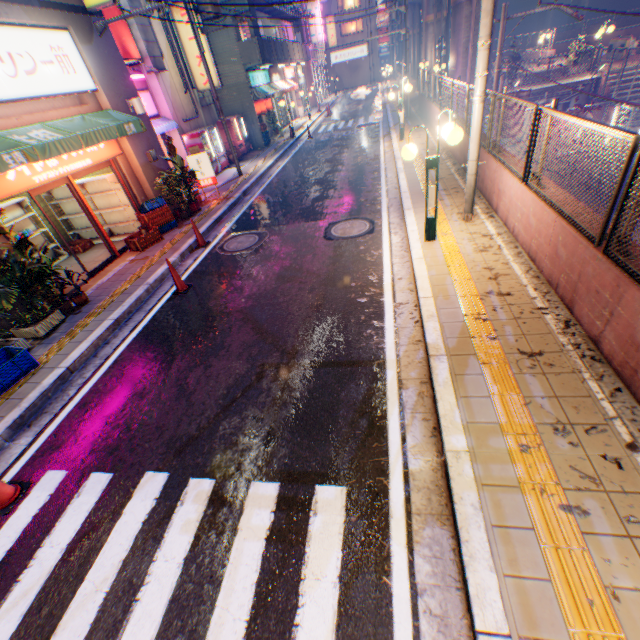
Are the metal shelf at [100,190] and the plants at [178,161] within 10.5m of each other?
yes

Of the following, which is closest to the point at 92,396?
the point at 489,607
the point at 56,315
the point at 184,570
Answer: the point at 56,315

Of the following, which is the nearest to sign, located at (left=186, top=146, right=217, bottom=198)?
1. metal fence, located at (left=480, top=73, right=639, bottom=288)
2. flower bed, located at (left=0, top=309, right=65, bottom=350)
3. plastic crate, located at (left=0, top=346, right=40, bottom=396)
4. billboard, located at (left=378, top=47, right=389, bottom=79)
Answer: flower bed, located at (left=0, top=309, right=65, bottom=350)

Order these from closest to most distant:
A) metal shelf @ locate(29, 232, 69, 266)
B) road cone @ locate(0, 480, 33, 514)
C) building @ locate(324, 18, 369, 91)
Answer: road cone @ locate(0, 480, 33, 514) → metal shelf @ locate(29, 232, 69, 266) → building @ locate(324, 18, 369, 91)

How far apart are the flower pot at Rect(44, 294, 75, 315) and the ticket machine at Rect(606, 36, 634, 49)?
32.74m

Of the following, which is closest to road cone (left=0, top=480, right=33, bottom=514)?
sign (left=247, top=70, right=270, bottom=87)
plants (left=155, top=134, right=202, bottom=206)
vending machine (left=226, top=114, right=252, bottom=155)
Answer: plants (left=155, top=134, right=202, bottom=206)

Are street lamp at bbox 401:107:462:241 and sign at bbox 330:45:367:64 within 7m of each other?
no

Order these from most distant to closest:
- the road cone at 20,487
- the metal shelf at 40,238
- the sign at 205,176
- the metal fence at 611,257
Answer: the sign at 205,176 → the metal shelf at 40,238 → the road cone at 20,487 → the metal fence at 611,257
